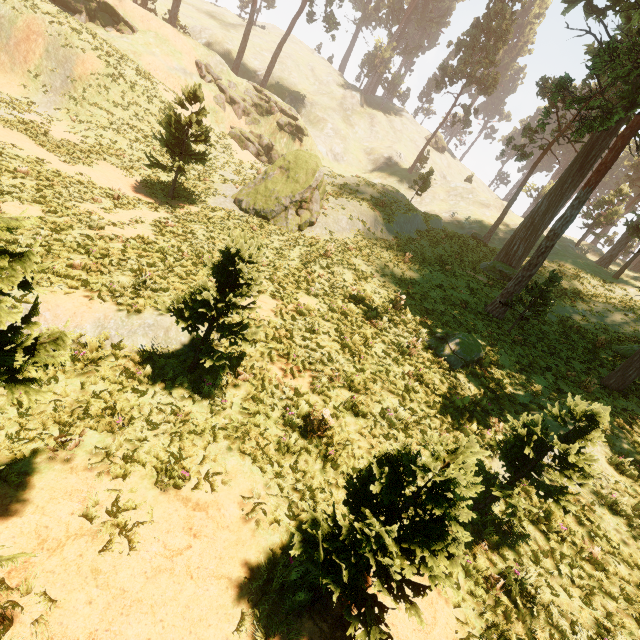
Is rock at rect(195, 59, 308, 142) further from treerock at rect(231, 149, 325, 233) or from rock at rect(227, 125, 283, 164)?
treerock at rect(231, 149, 325, 233)

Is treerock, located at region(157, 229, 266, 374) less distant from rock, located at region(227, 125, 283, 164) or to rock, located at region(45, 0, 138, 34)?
rock, located at region(45, 0, 138, 34)

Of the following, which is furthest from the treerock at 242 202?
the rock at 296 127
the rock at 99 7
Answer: the rock at 296 127

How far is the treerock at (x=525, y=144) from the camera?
32.55m

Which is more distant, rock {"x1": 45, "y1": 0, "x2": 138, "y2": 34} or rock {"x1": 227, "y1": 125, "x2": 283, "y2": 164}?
rock {"x1": 227, "y1": 125, "x2": 283, "y2": 164}

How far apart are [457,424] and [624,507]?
4.1m

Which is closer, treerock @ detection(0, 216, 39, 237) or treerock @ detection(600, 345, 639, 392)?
treerock @ detection(0, 216, 39, 237)
